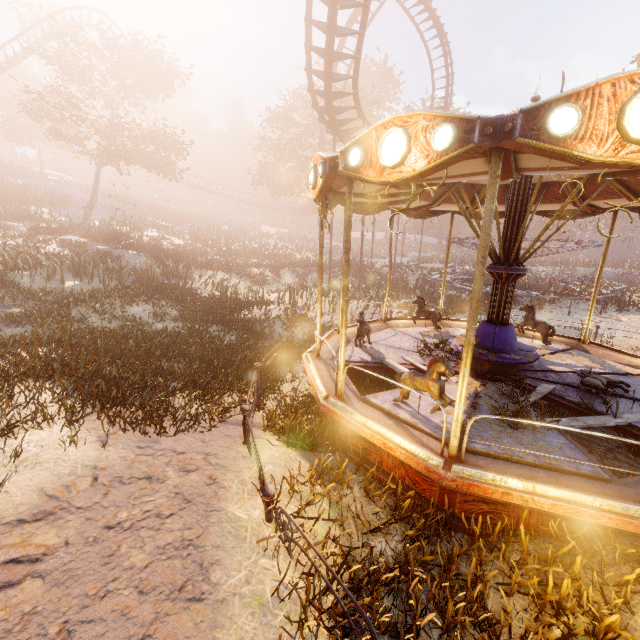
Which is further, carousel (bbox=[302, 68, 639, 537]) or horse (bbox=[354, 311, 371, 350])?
horse (bbox=[354, 311, 371, 350])

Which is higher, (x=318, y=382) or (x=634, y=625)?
(x=318, y=382)

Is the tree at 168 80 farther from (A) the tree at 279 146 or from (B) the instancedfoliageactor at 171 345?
(B) the instancedfoliageactor at 171 345

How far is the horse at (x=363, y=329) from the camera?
7.16m

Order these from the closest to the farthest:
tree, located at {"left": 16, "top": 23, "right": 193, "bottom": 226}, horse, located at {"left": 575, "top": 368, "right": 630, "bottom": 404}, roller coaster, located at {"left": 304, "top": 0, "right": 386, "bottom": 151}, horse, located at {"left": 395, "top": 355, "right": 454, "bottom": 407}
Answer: horse, located at {"left": 395, "top": 355, "right": 454, "bottom": 407} < horse, located at {"left": 575, "top": 368, "right": 630, "bottom": 404} < roller coaster, located at {"left": 304, "top": 0, "right": 386, "bottom": 151} < tree, located at {"left": 16, "top": 23, "right": 193, "bottom": 226}

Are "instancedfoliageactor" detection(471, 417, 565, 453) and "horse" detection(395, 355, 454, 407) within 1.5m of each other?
yes

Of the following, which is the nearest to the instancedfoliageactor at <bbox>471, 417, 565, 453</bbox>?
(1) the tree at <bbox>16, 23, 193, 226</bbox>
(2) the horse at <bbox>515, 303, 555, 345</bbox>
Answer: (2) the horse at <bbox>515, 303, 555, 345</bbox>

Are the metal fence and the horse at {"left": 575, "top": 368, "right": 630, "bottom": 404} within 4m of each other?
no
